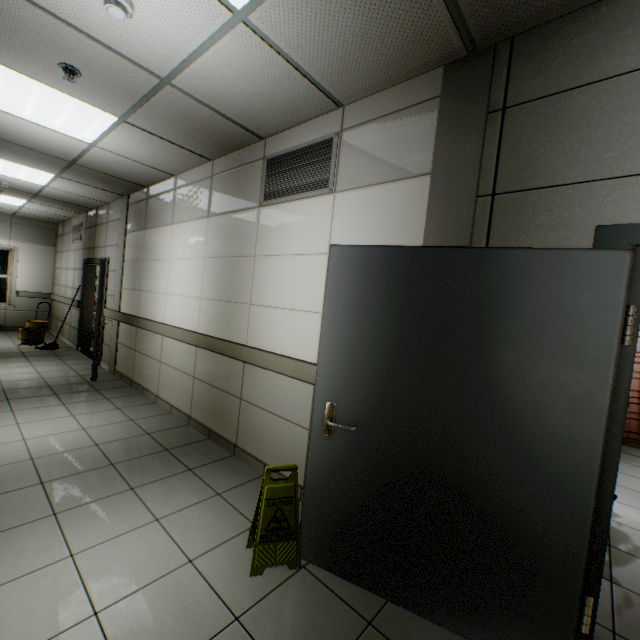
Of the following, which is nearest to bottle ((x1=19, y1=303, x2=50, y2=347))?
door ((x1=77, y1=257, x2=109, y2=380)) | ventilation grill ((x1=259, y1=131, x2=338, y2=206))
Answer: door ((x1=77, y1=257, x2=109, y2=380))

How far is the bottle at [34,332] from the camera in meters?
7.3 m

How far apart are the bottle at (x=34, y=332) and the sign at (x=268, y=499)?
8.1m

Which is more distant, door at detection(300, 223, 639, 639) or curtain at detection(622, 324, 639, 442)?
curtain at detection(622, 324, 639, 442)

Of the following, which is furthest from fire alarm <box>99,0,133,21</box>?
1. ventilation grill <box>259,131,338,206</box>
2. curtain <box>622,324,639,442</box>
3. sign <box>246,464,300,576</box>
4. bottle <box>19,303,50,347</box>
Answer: bottle <box>19,303,50,347</box>

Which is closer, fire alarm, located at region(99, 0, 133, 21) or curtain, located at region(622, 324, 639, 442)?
fire alarm, located at region(99, 0, 133, 21)

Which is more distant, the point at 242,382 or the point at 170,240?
the point at 170,240

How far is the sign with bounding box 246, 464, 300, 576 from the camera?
2.0 meters
